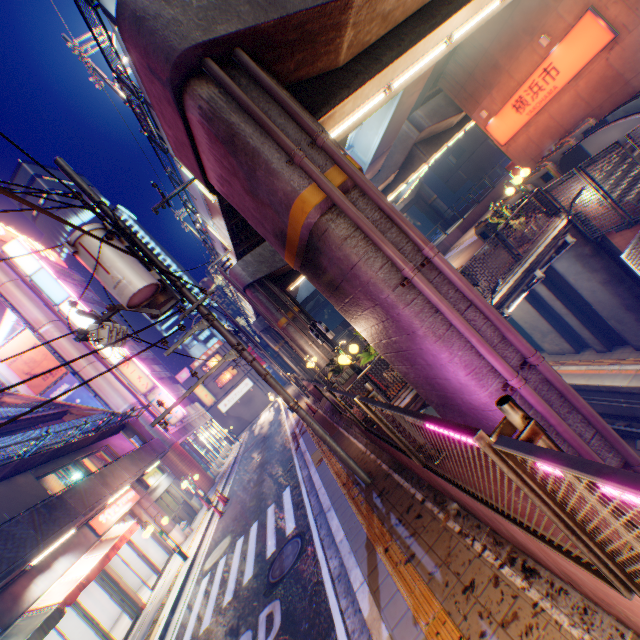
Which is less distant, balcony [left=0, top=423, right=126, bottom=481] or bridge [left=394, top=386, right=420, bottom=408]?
Answer: bridge [left=394, top=386, right=420, bottom=408]

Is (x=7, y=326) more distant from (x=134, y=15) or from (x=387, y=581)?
(x=387, y=581)

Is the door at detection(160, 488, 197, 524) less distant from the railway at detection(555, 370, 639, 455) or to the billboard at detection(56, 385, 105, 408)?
the billboard at detection(56, 385, 105, 408)

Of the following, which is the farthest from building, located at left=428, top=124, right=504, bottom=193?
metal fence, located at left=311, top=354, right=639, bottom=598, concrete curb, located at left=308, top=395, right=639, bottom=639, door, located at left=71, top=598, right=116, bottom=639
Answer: door, located at left=71, top=598, right=116, bottom=639

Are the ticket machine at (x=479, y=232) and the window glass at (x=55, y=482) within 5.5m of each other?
no

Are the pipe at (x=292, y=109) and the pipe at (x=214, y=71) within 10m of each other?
yes

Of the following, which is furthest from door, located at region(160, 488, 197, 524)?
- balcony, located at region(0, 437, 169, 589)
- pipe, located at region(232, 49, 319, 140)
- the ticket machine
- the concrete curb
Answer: the ticket machine

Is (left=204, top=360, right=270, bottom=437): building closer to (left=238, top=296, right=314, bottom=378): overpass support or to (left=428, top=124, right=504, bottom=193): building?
(left=238, top=296, right=314, bottom=378): overpass support
